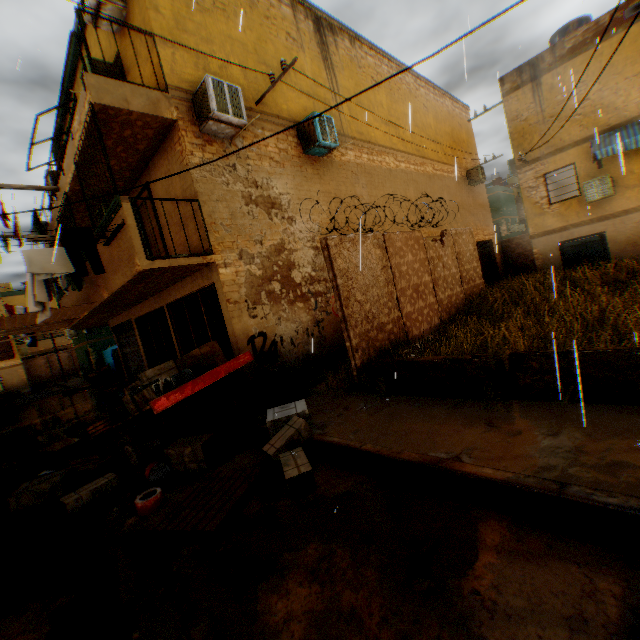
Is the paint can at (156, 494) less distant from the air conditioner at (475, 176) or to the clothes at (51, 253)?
the clothes at (51, 253)

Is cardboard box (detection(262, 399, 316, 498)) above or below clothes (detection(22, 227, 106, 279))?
below

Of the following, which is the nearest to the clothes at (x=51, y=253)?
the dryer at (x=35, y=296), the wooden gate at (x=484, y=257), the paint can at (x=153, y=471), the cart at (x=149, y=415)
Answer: the dryer at (x=35, y=296)

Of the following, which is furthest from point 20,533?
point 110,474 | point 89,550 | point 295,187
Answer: point 295,187

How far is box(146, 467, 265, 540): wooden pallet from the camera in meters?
3.6

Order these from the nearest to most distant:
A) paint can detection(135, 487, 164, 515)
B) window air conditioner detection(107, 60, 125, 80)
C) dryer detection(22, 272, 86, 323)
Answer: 1. paint can detection(135, 487, 164, 515)
2. dryer detection(22, 272, 86, 323)
3. window air conditioner detection(107, 60, 125, 80)

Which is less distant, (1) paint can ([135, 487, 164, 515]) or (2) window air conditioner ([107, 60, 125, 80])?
(1) paint can ([135, 487, 164, 515])

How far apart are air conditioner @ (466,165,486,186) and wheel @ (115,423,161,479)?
A: 19.3 meters
